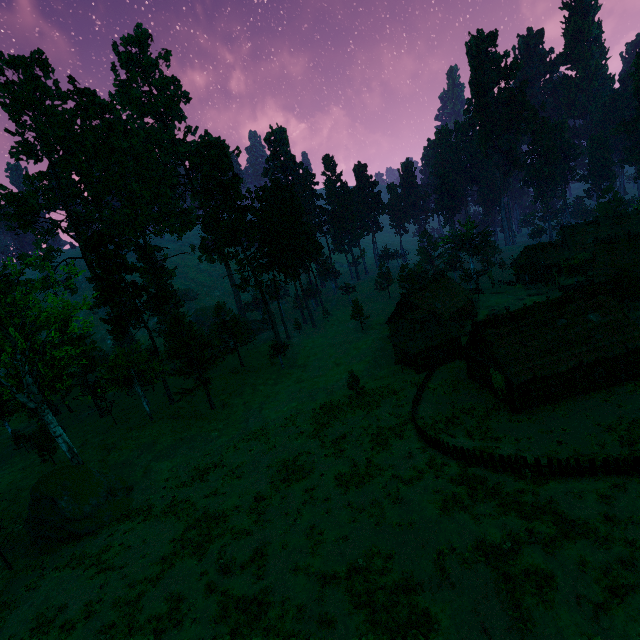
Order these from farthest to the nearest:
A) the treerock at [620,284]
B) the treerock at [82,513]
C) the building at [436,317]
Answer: the treerock at [620,284]
the treerock at [82,513]
the building at [436,317]

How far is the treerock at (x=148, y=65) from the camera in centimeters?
5641cm

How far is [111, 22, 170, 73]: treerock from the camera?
56.4 meters

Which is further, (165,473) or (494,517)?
(165,473)

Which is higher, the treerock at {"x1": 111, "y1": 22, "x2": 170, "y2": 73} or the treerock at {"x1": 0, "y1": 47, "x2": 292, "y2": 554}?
the treerock at {"x1": 111, "y1": 22, "x2": 170, "y2": 73}

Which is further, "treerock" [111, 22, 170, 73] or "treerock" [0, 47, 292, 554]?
"treerock" [111, 22, 170, 73]

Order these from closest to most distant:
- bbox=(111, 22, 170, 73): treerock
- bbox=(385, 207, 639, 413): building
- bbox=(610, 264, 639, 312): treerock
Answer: bbox=(385, 207, 639, 413): building, bbox=(610, 264, 639, 312): treerock, bbox=(111, 22, 170, 73): treerock

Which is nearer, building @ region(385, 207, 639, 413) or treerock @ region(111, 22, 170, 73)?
building @ region(385, 207, 639, 413)
